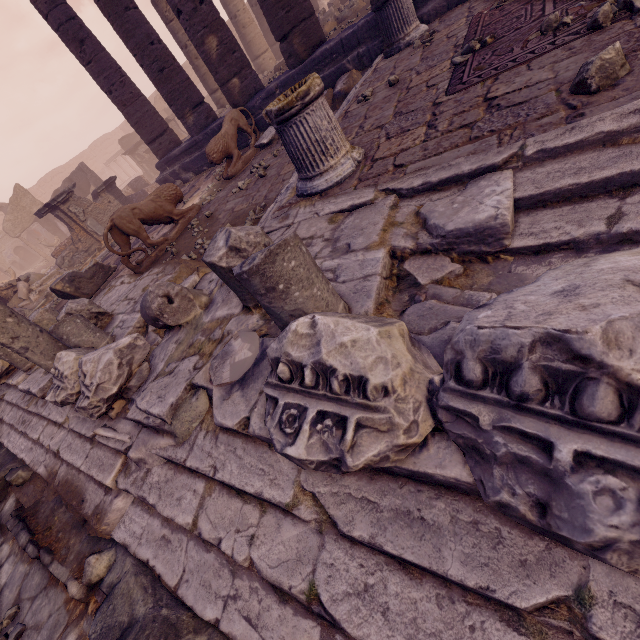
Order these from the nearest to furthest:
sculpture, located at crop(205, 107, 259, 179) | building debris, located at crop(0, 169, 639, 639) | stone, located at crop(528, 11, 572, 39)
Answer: building debris, located at crop(0, 169, 639, 639) → stone, located at crop(528, 11, 572, 39) → sculpture, located at crop(205, 107, 259, 179)

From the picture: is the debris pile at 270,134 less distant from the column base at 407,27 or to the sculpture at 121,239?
the column base at 407,27

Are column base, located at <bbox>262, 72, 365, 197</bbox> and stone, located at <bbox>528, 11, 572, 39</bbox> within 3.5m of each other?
yes

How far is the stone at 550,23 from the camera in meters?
3.0 m

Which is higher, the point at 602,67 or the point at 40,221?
the point at 40,221

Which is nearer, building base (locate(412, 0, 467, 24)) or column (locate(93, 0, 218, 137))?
building base (locate(412, 0, 467, 24))

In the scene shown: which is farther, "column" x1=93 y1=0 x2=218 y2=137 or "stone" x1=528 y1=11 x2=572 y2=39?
"column" x1=93 y1=0 x2=218 y2=137

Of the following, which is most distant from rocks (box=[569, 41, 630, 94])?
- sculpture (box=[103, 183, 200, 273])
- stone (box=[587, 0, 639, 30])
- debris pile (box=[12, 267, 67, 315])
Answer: debris pile (box=[12, 267, 67, 315])
